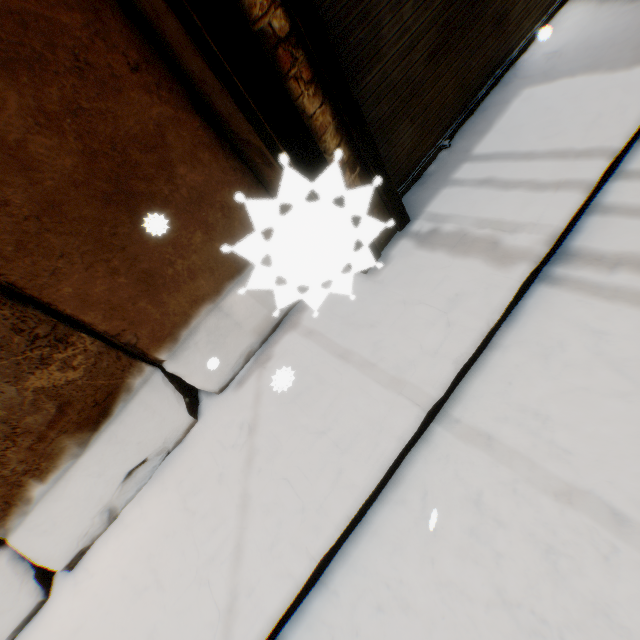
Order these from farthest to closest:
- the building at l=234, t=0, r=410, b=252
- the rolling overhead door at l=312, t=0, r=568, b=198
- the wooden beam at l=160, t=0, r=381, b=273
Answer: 1. the rolling overhead door at l=312, t=0, r=568, b=198
2. the building at l=234, t=0, r=410, b=252
3. the wooden beam at l=160, t=0, r=381, b=273

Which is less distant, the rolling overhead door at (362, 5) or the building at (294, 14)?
the building at (294, 14)

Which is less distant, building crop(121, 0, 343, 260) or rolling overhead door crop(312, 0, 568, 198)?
building crop(121, 0, 343, 260)

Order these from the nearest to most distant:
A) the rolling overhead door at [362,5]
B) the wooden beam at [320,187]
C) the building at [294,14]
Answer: the wooden beam at [320,187] → the building at [294,14] → the rolling overhead door at [362,5]

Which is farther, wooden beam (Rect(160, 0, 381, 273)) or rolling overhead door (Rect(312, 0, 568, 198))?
rolling overhead door (Rect(312, 0, 568, 198))

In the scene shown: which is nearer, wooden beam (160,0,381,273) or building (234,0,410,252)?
wooden beam (160,0,381,273)

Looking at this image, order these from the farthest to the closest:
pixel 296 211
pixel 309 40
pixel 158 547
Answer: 1. pixel 158 547
2. pixel 309 40
3. pixel 296 211
